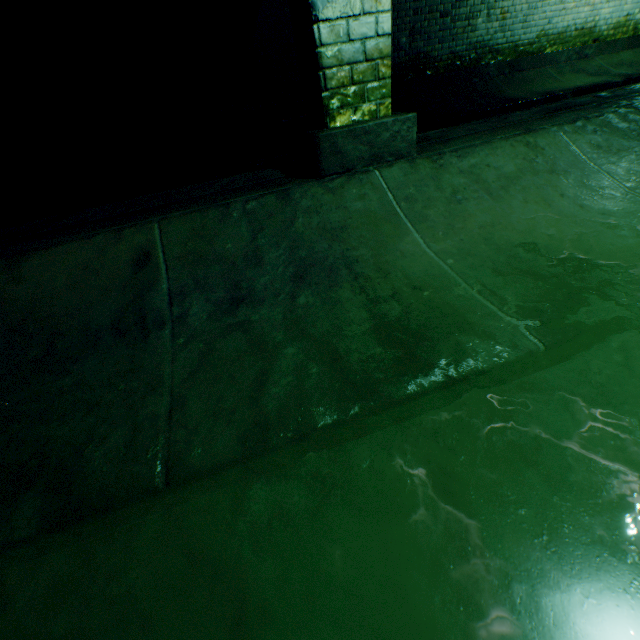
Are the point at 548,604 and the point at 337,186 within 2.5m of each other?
yes

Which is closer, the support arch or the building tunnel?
the building tunnel

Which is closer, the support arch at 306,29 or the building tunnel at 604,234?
the building tunnel at 604,234
